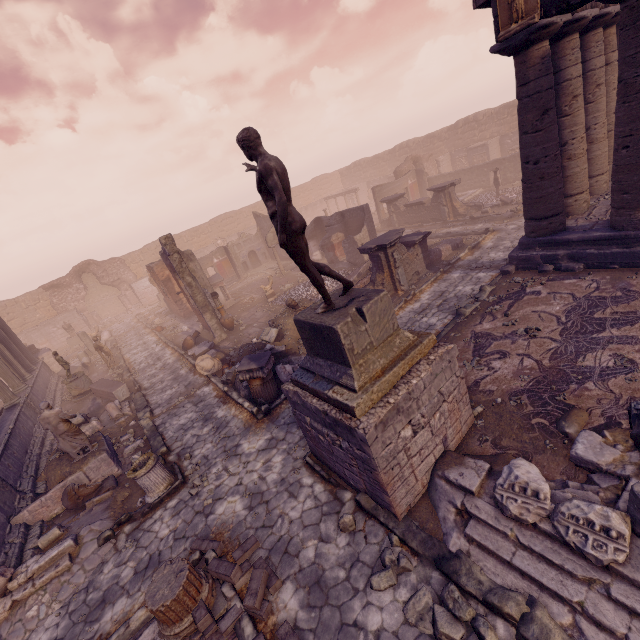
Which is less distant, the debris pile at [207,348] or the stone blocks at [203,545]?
the stone blocks at [203,545]

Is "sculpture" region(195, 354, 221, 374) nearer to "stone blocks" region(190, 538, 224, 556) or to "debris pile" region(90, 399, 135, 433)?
"debris pile" region(90, 399, 135, 433)

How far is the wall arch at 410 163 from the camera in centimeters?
2877cm

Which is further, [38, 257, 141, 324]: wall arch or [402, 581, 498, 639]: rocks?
[38, 257, 141, 324]: wall arch

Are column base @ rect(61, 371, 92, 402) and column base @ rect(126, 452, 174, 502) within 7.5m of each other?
no

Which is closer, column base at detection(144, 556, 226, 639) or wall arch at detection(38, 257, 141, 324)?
column base at detection(144, 556, 226, 639)

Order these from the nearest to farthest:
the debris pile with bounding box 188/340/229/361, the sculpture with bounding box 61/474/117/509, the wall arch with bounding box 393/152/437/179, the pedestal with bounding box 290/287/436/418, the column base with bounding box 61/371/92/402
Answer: the pedestal with bounding box 290/287/436/418 < the sculpture with bounding box 61/474/117/509 < the debris pile with bounding box 188/340/229/361 < the column base with bounding box 61/371/92/402 < the wall arch with bounding box 393/152/437/179

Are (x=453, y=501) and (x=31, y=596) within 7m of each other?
no
